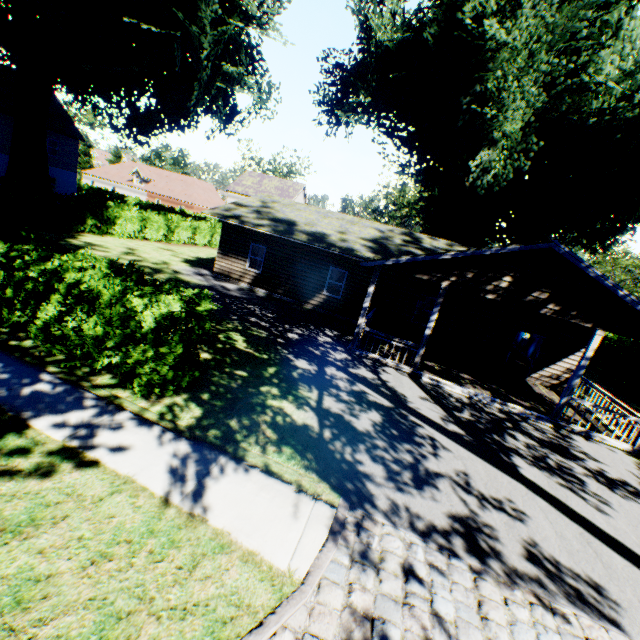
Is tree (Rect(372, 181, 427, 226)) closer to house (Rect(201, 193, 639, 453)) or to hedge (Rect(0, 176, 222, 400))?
→ hedge (Rect(0, 176, 222, 400))

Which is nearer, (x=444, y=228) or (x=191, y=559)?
(x=191, y=559)

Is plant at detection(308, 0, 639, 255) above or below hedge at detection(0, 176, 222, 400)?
above

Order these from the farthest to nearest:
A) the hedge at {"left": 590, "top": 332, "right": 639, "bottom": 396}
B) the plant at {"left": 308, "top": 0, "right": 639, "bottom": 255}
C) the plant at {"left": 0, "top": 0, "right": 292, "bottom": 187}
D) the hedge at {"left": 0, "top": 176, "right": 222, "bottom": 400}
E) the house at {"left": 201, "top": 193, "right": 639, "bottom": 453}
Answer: the hedge at {"left": 590, "top": 332, "right": 639, "bottom": 396} → the plant at {"left": 0, "top": 0, "right": 292, "bottom": 187} → the plant at {"left": 308, "top": 0, "right": 639, "bottom": 255} → the house at {"left": 201, "top": 193, "right": 639, "bottom": 453} → the hedge at {"left": 0, "top": 176, "right": 222, "bottom": 400}

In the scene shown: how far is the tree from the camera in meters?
52.1

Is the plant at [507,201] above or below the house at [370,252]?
above

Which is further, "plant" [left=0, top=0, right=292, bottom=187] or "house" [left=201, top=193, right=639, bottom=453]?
"plant" [left=0, top=0, right=292, bottom=187]

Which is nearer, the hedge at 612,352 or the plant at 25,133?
the plant at 25,133
